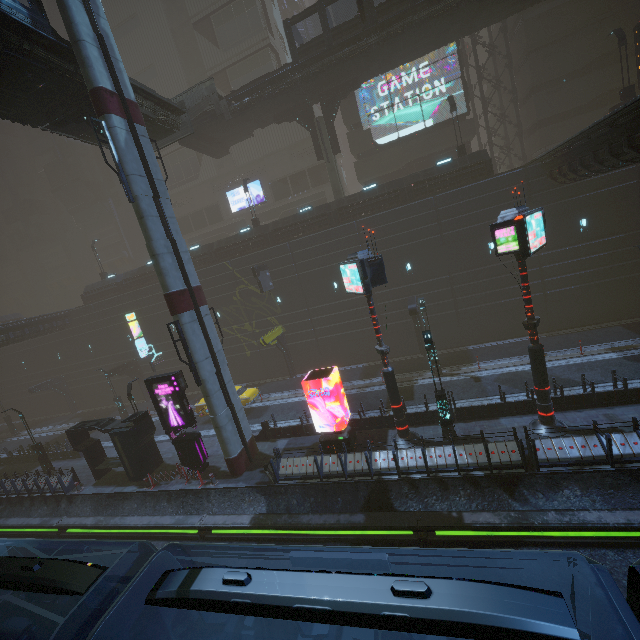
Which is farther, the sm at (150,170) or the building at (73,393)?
the building at (73,393)

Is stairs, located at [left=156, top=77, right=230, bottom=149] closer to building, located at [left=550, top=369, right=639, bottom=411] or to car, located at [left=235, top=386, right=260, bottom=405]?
building, located at [left=550, top=369, right=639, bottom=411]

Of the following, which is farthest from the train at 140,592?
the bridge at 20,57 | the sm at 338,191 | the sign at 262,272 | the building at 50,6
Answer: the sm at 338,191

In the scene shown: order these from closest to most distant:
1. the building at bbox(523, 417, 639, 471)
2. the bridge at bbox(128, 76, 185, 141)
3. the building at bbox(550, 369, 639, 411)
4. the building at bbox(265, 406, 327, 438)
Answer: the building at bbox(523, 417, 639, 471) < the building at bbox(550, 369, 639, 411) < the bridge at bbox(128, 76, 185, 141) < the building at bbox(265, 406, 327, 438)

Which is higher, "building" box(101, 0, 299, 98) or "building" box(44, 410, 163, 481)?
"building" box(101, 0, 299, 98)

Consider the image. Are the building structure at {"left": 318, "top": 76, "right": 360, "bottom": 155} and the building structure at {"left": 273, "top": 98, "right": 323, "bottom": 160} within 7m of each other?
yes

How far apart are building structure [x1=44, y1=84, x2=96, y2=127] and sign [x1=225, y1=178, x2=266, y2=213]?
27.4m

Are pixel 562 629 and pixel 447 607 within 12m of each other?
yes
